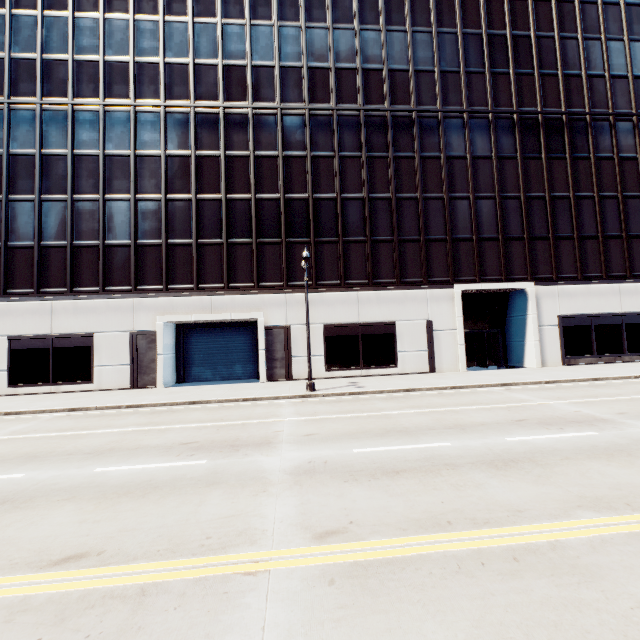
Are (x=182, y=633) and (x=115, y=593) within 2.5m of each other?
yes
